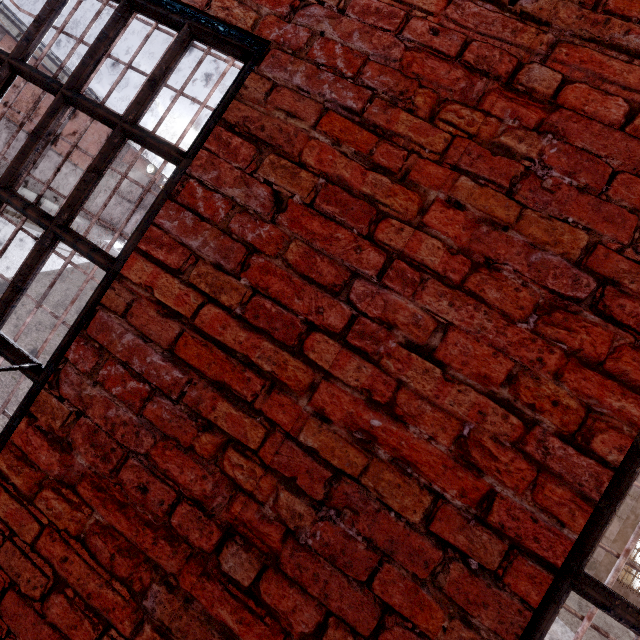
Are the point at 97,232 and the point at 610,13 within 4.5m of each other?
no

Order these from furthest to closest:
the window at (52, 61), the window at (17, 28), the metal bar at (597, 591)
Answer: the window at (52, 61) → the window at (17, 28) → the metal bar at (597, 591)

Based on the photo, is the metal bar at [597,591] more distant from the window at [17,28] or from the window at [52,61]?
the window at [52,61]

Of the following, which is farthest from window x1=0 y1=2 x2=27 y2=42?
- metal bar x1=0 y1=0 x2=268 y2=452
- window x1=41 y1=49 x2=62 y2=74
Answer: metal bar x1=0 y1=0 x2=268 y2=452

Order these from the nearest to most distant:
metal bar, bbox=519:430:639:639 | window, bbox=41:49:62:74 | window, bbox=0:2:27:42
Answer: metal bar, bbox=519:430:639:639, window, bbox=0:2:27:42, window, bbox=41:49:62:74

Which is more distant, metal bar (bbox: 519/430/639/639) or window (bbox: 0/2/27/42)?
window (bbox: 0/2/27/42)

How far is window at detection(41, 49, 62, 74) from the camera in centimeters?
2433cm

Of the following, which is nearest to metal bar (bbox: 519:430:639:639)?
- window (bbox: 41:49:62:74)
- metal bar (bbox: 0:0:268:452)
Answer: metal bar (bbox: 0:0:268:452)
